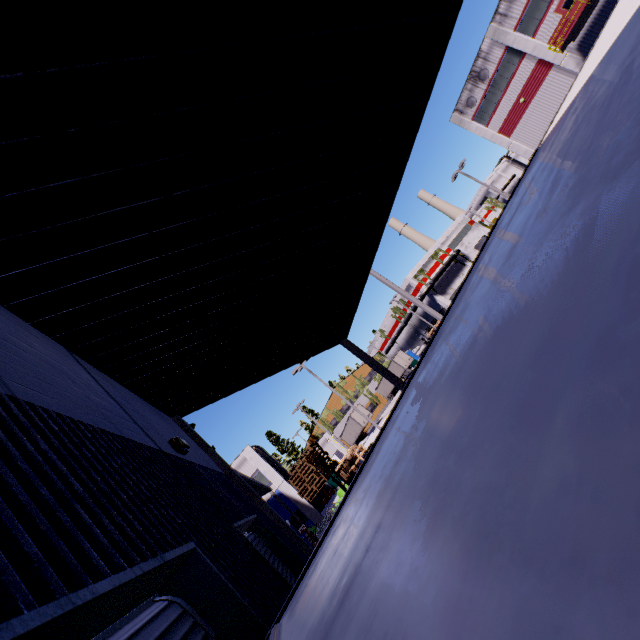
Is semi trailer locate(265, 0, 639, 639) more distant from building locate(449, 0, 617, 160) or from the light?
the light

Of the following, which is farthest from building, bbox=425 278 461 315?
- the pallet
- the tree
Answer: the pallet

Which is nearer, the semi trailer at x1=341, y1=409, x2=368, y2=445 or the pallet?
the pallet

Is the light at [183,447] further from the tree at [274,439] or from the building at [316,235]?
the tree at [274,439]

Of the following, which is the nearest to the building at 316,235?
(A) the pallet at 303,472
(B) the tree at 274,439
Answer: (B) the tree at 274,439

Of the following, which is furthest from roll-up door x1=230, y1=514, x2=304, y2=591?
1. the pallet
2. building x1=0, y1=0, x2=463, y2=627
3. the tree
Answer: the tree

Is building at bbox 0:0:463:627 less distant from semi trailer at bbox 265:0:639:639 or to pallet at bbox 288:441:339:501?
semi trailer at bbox 265:0:639:639

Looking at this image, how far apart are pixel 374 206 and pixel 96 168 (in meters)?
4.56
